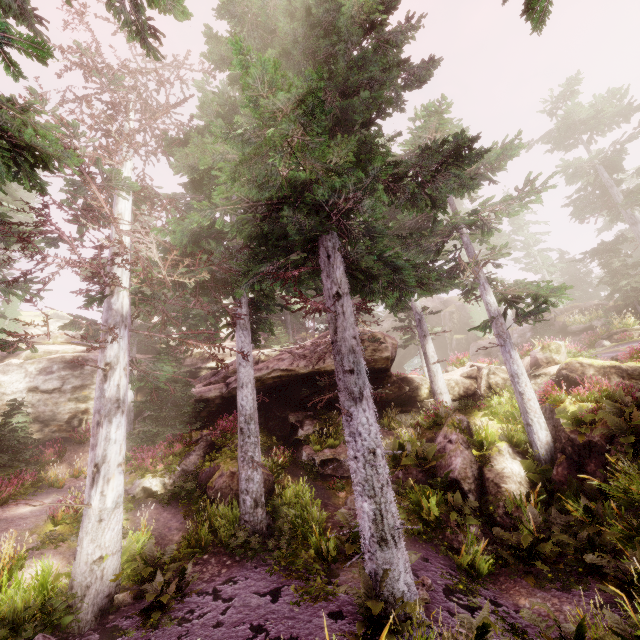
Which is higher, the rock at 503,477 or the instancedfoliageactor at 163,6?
the instancedfoliageactor at 163,6

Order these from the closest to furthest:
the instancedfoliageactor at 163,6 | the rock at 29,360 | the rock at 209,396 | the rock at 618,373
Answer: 1. the instancedfoliageactor at 163,6
2. the rock at 618,373
3. the rock at 209,396
4. the rock at 29,360

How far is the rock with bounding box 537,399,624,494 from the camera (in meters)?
10.06

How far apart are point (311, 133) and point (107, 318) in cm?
779

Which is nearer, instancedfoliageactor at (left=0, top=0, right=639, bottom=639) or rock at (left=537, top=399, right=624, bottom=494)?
instancedfoliageactor at (left=0, top=0, right=639, bottom=639)

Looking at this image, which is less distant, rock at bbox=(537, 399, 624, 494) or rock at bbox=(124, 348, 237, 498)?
rock at bbox=(537, 399, 624, 494)
